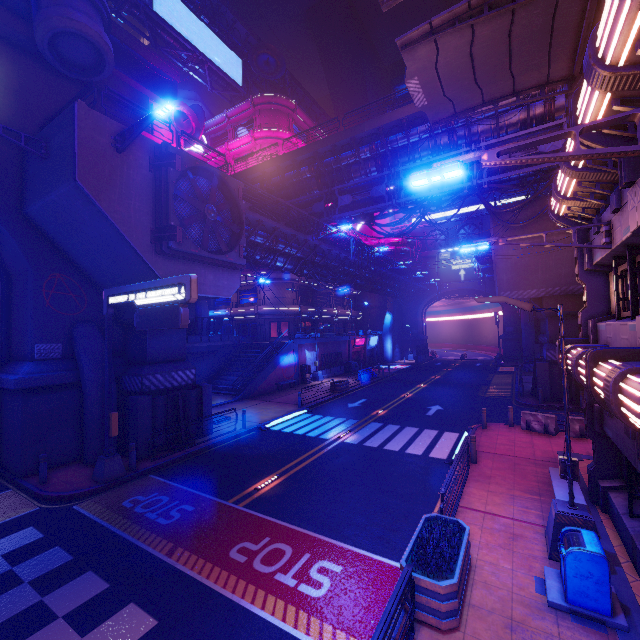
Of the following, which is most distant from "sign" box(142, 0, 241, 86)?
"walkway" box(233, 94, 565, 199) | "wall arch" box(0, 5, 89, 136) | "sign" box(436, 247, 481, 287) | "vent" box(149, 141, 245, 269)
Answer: "sign" box(436, 247, 481, 287)

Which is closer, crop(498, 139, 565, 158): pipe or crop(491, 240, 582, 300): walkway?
crop(498, 139, 565, 158): pipe

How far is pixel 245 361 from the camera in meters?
32.6 m

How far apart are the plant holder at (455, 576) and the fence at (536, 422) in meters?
11.2 m

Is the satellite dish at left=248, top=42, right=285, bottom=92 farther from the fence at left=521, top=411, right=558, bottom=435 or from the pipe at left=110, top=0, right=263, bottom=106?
the fence at left=521, top=411, right=558, bottom=435

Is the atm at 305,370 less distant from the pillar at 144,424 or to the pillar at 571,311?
the pillar at 144,424

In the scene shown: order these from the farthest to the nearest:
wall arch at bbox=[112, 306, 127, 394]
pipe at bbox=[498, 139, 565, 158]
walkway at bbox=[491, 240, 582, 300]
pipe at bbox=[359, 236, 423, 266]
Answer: pipe at bbox=[359, 236, 423, 266]
walkway at bbox=[491, 240, 582, 300]
pipe at bbox=[498, 139, 565, 158]
wall arch at bbox=[112, 306, 127, 394]

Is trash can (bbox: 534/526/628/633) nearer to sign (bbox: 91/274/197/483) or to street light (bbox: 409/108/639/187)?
street light (bbox: 409/108/639/187)
